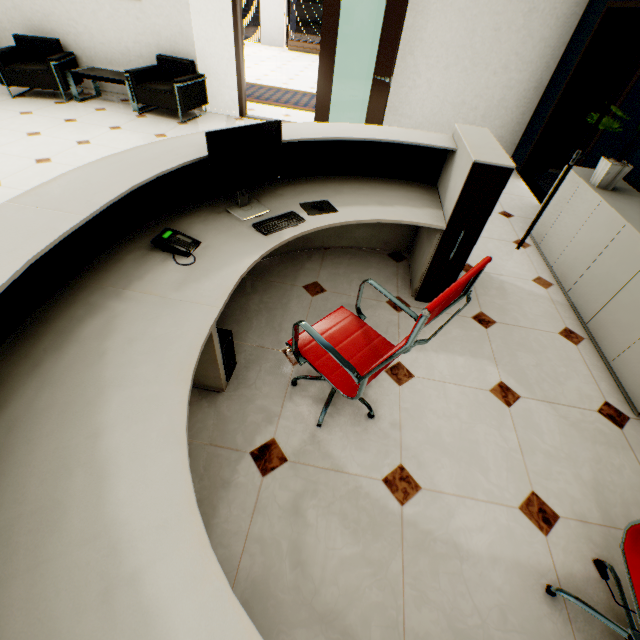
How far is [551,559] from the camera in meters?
1.6

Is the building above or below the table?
below

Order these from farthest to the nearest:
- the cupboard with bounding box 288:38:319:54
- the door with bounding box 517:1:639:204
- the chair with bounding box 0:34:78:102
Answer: the cupboard with bounding box 288:38:319:54 < the chair with bounding box 0:34:78:102 < the door with bounding box 517:1:639:204

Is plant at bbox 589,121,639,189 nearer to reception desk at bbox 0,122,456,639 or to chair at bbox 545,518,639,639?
reception desk at bbox 0,122,456,639

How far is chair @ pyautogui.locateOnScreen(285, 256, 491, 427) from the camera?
1.2 meters

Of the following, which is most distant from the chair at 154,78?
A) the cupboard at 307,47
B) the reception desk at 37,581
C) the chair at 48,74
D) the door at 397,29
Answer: the cupboard at 307,47

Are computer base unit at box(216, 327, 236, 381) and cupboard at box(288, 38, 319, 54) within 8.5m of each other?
no

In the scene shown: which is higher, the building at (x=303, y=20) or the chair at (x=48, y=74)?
the chair at (x=48, y=74)
